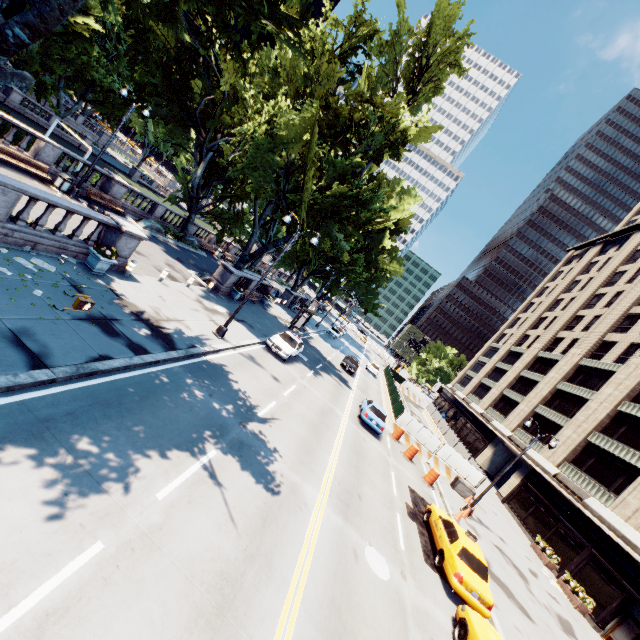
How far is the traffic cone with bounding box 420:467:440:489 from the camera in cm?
2109

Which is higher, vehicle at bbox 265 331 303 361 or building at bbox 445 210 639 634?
building at bbox 445 210 639 634

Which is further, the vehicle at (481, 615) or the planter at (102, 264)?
the planter at (102, 264)

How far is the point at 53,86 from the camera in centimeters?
2836cm

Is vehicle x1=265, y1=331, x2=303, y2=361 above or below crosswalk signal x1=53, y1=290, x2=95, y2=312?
below

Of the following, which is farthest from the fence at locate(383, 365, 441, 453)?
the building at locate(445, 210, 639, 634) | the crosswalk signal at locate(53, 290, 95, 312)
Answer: the crosswalk signal at locate(53, 290, 95, 312)

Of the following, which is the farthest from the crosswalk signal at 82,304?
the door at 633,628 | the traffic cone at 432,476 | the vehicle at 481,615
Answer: the door at 633,628

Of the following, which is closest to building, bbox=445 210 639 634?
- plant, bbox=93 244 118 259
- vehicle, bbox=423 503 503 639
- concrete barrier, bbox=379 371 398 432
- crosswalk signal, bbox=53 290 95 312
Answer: concrete barrier, bbox=379 371 398 432
